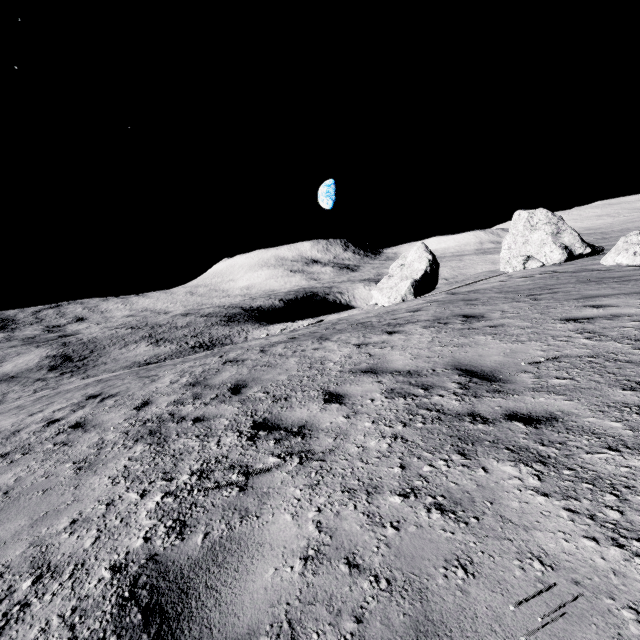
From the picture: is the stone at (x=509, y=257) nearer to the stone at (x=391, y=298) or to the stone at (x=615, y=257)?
the stone at (x=391, y=298)

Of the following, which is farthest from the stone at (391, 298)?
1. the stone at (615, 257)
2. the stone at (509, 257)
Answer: the stone at (615, 257)

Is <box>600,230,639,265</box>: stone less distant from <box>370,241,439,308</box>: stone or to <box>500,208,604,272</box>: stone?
<box>500,208,604,272</box>: stone

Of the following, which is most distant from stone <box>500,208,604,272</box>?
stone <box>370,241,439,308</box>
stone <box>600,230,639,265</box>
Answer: stone <box>600,230,639,265</box>

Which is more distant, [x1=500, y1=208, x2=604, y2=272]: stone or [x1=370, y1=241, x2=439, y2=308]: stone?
[x1=370, y1=241, x2=439, y2=308]: stone

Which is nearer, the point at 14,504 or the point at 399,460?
the point at 399,460
